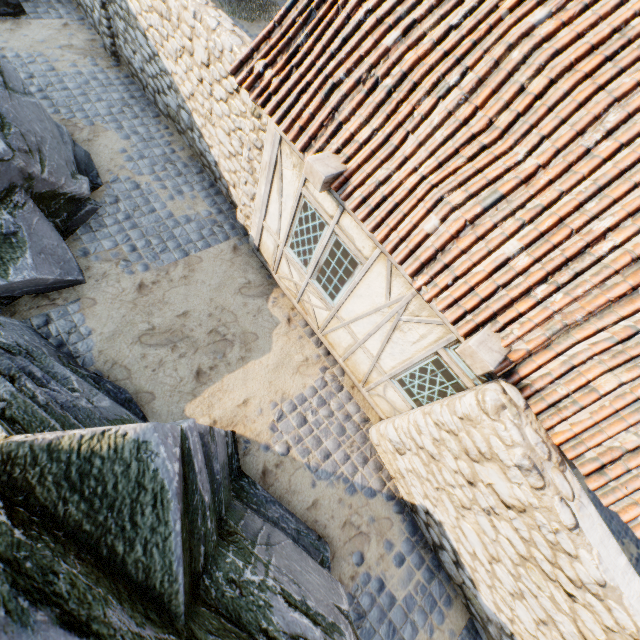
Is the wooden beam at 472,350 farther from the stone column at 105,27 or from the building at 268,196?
the stone column at 105,27

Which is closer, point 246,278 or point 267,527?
point 267,527

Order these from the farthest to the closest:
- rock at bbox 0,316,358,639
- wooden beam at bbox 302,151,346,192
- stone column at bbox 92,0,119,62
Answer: stone column at bbox 92,0,119,62, wooden beam at bbox 302,151,346,192, rock at bbox 0,316,358,639

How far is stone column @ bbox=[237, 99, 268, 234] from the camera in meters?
5.0

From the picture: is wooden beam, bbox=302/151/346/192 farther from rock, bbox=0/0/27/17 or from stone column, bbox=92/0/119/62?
stone column, bbox=92/0/119/62

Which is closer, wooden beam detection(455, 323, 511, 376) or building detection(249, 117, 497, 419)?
wooden beam detection(455, 323, 511, 376)

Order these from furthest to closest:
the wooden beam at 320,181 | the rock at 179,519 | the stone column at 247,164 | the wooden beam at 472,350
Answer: the stone column at 247,164, the wooden beam at 320,181, the wooden beam at 472,350, the rock at 179,519

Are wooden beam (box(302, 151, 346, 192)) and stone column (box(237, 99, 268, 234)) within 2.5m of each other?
yes
